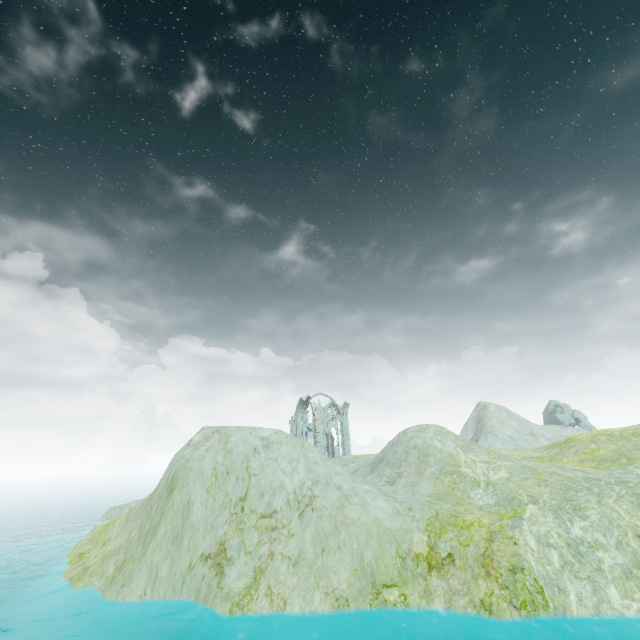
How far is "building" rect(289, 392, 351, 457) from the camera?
47.4 meters

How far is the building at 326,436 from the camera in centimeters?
4738cm

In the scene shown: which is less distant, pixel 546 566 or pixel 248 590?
pixel 546 566
